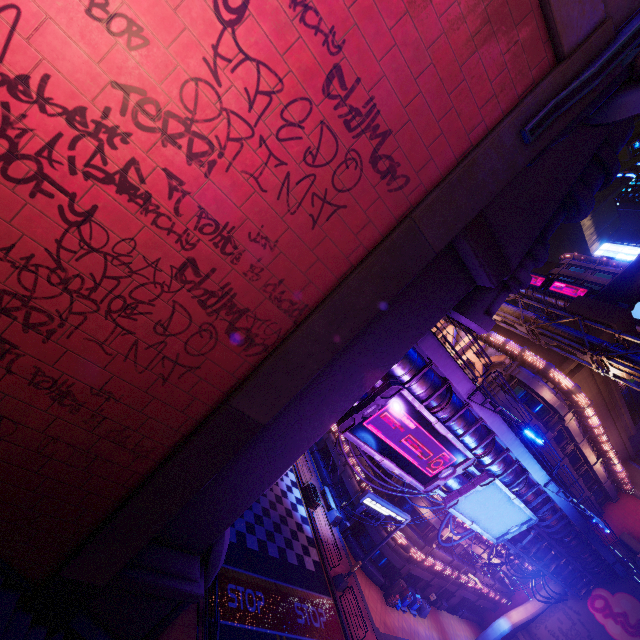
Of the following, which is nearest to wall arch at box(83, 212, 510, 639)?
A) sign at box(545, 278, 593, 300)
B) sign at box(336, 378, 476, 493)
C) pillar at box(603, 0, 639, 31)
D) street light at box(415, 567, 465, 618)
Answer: sign at box(336, 378, 476, 493)

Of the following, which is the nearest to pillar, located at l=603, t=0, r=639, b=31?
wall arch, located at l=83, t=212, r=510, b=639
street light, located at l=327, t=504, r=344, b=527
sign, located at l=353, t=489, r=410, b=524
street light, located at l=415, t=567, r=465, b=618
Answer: wall arch, located at l=83, t=212, r=510, b=639

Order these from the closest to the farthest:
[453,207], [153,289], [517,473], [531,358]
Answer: [153,289]
[453,207]
[517,473]
[531,358]

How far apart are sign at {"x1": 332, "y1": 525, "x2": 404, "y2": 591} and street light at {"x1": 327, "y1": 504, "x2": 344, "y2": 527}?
5.0m

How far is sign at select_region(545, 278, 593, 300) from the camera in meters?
54.6

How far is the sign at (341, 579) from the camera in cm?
2259

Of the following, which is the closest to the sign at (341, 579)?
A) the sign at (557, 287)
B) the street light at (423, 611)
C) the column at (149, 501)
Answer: the street light at (423, 611)

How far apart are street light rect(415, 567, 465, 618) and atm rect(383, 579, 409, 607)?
4.05m
